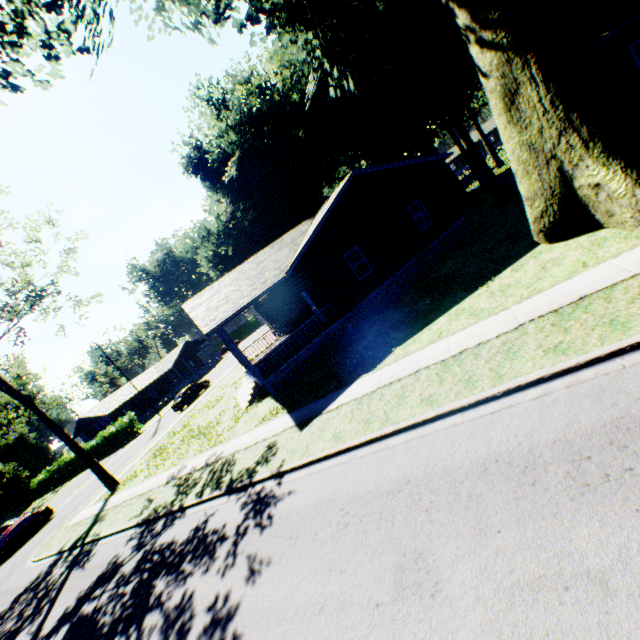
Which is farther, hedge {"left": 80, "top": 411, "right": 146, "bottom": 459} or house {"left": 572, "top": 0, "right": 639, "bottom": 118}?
hedge {"left": 80, "top": 411, "right": 146, "bottom": 459}

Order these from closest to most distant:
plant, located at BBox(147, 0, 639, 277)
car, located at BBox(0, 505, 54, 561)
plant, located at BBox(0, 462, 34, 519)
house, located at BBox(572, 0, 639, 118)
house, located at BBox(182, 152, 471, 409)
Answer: plant, located at BBox(147, 0, 639, 277), house, located at BBox(572, 0, 639, 118), house, located at BBox(182, 152, 471, 409), car, located at BBox(0, 505, 54, 561), plant, located at BBox(0, 462, 34, 519)

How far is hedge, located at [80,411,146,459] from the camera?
40.3 meters

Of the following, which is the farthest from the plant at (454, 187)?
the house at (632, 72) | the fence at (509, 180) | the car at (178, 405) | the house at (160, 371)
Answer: the house at (160, 371)

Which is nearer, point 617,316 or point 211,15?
point 617,316

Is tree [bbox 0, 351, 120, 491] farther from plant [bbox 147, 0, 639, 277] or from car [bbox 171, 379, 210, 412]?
car [bbox 171, 379, 210, 412]

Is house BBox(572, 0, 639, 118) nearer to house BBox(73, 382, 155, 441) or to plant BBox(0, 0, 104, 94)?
plant BBox(0, 0, 104, 94)

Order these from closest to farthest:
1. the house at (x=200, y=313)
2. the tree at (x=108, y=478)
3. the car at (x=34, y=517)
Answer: the house at (x=200, y=313) < the tree at (x=108, y=478) < the car at (x=34, y=517)
